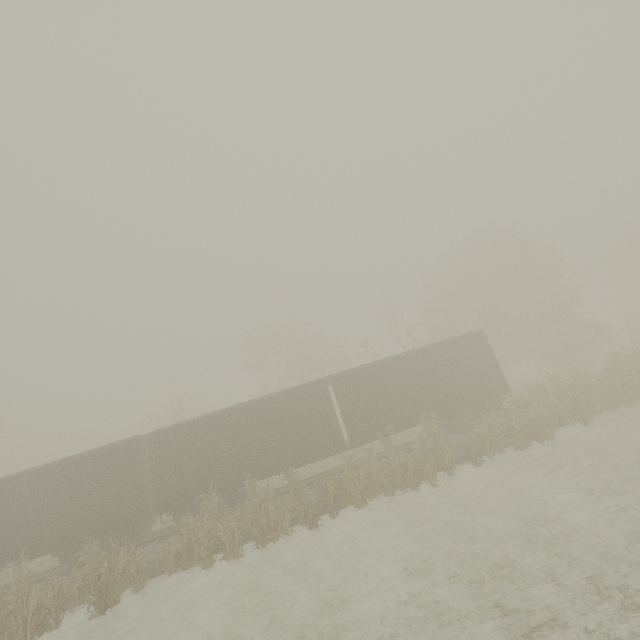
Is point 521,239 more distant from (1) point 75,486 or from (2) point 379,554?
(1) point 75,486

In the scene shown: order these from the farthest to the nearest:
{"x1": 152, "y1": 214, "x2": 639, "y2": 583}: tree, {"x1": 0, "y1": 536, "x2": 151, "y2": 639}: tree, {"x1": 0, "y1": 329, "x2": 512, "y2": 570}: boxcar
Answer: {"x1": 0, "y1": 329, "x2": 512, "y2": 570}: boxcar → {"x1": 152, "y1": 214, "x2": 639, "y2": 583}: tree → {"x1": 0, "y1": 536, "x2": 151, "y2": 639}: tree

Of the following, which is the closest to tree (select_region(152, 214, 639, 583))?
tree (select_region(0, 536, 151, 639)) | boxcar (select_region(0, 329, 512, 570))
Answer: boxcar (select_region(0, 329, 512, 570))

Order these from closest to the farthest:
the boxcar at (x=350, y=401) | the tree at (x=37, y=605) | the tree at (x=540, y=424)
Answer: the tree at (x=37, y=605) → the tree at (x=540, y=424) → the boxcar at (x=350, y=401)

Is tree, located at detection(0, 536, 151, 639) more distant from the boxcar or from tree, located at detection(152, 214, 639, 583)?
tree, located at detection(152, 214, 639, 583)

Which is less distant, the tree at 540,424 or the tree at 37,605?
the tree at 37,605
